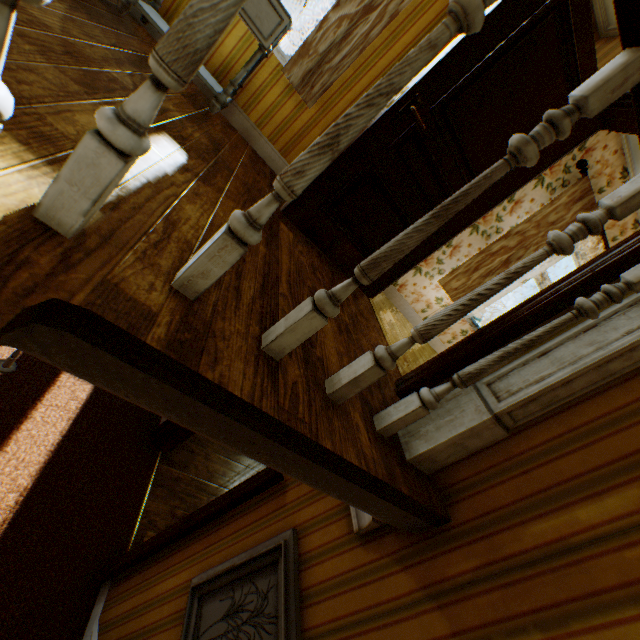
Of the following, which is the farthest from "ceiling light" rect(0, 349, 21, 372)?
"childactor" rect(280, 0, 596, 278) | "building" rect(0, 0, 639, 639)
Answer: "childactor" rect(280, 0, 596, 278)

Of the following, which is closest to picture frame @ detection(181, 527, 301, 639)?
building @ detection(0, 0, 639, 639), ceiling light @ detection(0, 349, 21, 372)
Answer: building @ detection(0, 0, 639, 639)

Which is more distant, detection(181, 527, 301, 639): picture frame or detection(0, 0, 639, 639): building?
detection(181, 527, 301, 639): picture frame

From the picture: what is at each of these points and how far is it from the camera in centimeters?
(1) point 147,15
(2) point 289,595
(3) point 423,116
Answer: (1) cabinet, 211cm
(2) picture frame, 173cm
(3) childactor, 219cm

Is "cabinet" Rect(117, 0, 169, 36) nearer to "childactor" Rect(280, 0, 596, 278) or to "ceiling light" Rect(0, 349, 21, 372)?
"childactor" Rect(280, 0, 596, 278)

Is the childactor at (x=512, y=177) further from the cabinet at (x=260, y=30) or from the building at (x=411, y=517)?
the cabinet at (x=260, y=30)

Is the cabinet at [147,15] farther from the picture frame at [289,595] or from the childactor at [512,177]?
the picture frame at [289,595]

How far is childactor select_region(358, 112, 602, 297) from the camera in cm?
248
